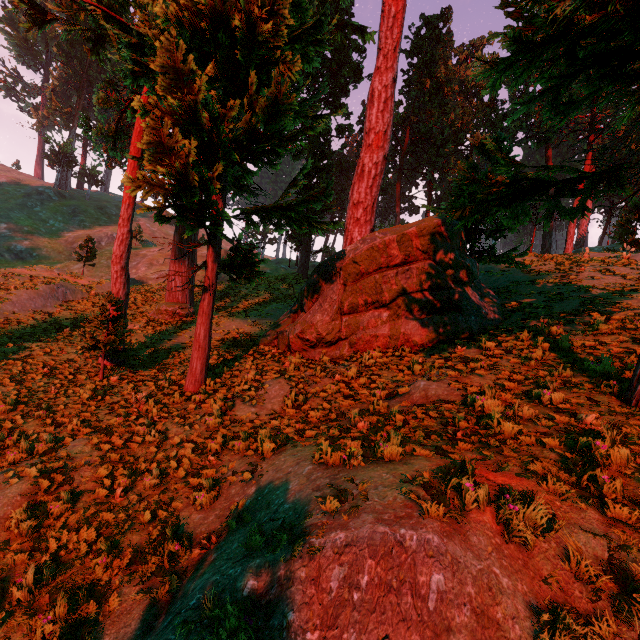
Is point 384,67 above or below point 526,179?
above

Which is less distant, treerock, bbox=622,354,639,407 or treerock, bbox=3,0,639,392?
treerock, bbox=622,354,639,407

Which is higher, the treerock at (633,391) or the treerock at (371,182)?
the treerock at (371,182)

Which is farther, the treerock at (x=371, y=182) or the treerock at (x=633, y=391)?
the treerock at (x=371, y=182)

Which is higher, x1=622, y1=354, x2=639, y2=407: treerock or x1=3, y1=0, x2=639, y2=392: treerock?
x1=3, y1=0, x2=639, y2=392: treerock
